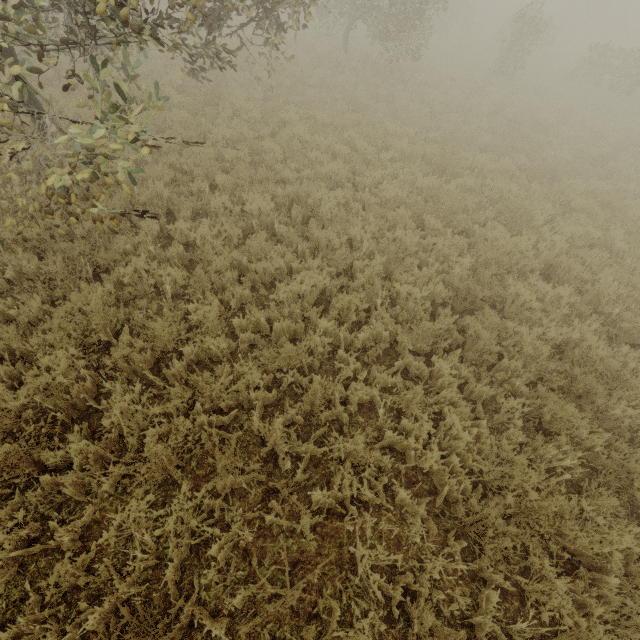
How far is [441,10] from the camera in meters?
24.6 m
